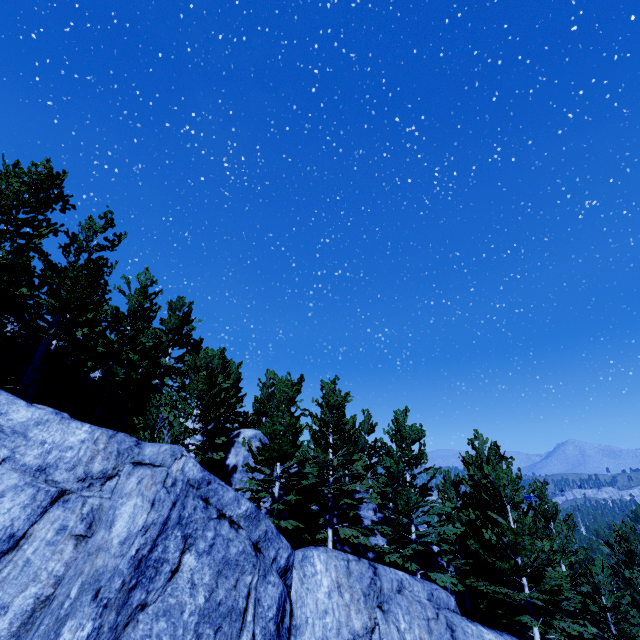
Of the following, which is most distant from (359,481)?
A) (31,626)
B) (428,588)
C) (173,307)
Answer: (173,307)

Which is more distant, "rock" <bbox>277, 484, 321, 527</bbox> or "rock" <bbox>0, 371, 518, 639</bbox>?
"rock" <bbox>277, 484, 321, 527</bbox>

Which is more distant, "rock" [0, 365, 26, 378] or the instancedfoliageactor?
"rock" [0, 365, 26, 378]

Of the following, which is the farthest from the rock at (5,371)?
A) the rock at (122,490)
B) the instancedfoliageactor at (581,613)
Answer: the rock at (122,490)

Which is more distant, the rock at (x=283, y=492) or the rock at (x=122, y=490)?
the rock at (x=283, y=492)

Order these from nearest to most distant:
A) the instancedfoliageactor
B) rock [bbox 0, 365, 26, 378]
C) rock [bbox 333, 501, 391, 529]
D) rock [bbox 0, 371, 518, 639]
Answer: rock [bbox 0, 371, 518, 639]
the instancedfoliageactor
rock [bbox 0, 365, 26, 378]
rock [bbox 333, 501, 391, 529]

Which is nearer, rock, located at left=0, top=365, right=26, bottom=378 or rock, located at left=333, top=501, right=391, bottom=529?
rock, located at left=0, top=365, right=26, bottom=378
